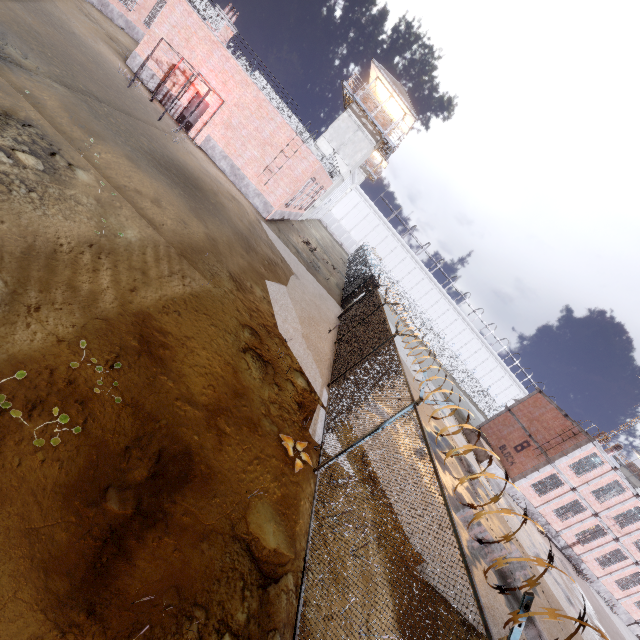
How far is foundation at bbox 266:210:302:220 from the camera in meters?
→ 21.6

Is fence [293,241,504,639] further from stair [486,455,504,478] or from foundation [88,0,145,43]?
foundation [88,0,145,43]

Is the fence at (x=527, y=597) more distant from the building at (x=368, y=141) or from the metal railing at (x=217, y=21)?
the metal railing at (x=217, y=21)

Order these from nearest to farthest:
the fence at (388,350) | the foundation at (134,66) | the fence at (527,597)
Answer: the fence at (527,597)
the fence at (388,350)
the foundation at (134,66)

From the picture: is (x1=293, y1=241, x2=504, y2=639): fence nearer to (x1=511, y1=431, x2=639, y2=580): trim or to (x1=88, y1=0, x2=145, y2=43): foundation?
(x1=511, y1=431, x2=639, y2=580): trim

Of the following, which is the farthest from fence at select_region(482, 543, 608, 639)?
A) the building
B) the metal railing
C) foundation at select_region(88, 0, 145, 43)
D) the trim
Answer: foundation at select_region(88, 0, 145, 43)

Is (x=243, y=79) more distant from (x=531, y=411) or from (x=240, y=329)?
(x=531, y=411)
